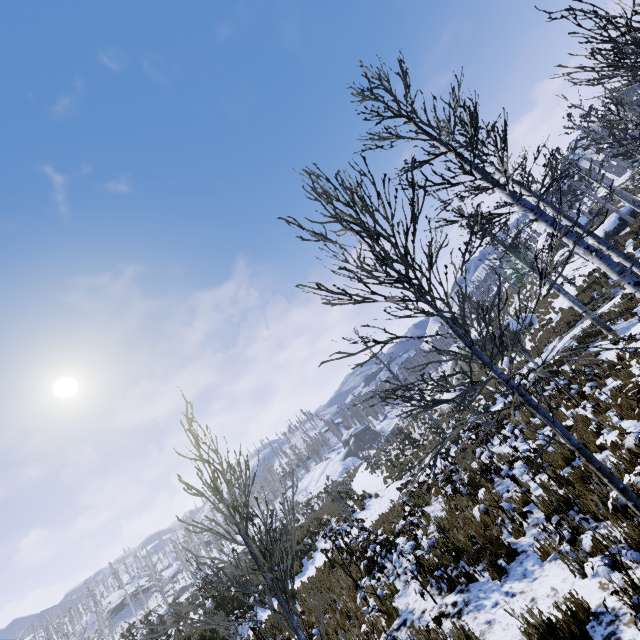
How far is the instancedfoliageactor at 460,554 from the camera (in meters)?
5.47

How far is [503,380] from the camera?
3.2m

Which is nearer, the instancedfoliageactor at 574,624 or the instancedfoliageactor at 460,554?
the instancedfoliageactor at 574,624

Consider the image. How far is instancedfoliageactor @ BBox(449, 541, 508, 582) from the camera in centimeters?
547cm

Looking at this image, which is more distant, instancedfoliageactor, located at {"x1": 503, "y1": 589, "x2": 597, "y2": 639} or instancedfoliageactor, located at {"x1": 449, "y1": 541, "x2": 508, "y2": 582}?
instancedfoliageactor, located at {"x1": 449, "y1": 541, "x2": 508, "y2": 582}
